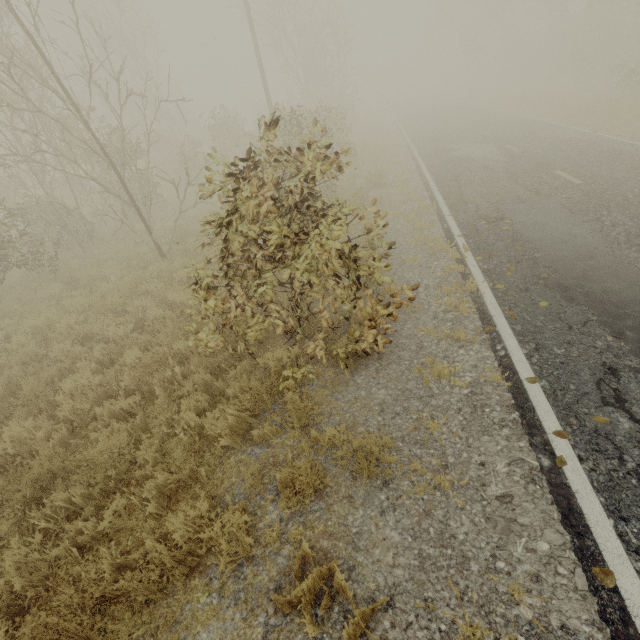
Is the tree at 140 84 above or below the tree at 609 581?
above

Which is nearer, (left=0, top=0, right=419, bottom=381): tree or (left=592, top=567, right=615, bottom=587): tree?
(left=592, top=567, right=615, bottom=587): tree

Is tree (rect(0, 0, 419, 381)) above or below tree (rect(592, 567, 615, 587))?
above

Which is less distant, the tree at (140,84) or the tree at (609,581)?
the tree at (609,581)

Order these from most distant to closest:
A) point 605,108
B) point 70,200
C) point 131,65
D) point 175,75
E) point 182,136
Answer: point 131,65 < point 182,136 < point 70,200 < point 605,108 < point 175,75

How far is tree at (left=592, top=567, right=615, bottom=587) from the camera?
2.48m
